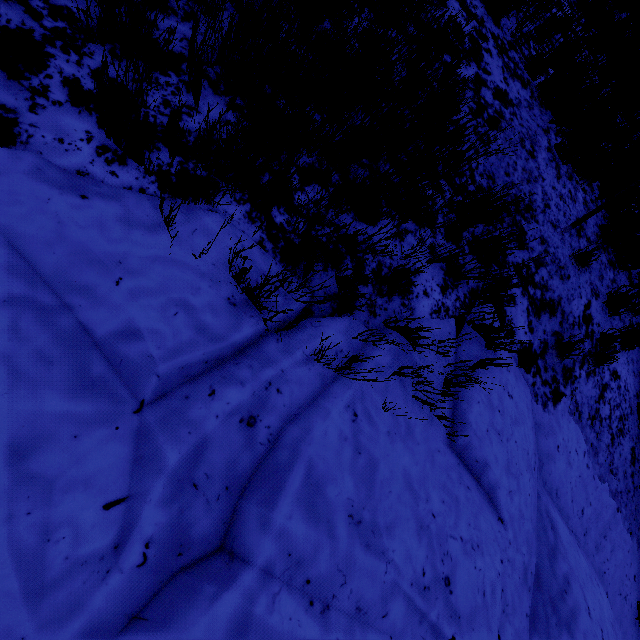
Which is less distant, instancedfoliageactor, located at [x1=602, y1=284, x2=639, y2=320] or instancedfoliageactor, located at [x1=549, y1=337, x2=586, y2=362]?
instancedfoliageactor, located at [x1=549, y1=337, x2=586, y2=362]

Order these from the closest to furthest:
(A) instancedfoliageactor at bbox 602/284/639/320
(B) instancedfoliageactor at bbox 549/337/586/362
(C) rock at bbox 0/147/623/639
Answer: (C) rock at bbox 0/147/623/639
(B) instancedfoliageactor at bbox 549/337/586/362
(A) instancedfoliageactor at bbox 602/284/639/320

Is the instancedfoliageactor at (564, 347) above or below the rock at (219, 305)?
above

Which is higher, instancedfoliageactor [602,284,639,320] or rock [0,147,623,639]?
instancedfoliageactor [602,284,639,320]

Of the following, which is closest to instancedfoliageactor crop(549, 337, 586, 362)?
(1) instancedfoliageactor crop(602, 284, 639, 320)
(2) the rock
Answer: (2) the rock

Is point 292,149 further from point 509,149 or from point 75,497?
point 509,149

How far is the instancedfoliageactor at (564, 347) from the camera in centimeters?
339cm

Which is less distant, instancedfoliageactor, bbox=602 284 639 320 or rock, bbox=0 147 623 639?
rock, bbox=0 147 623 639
